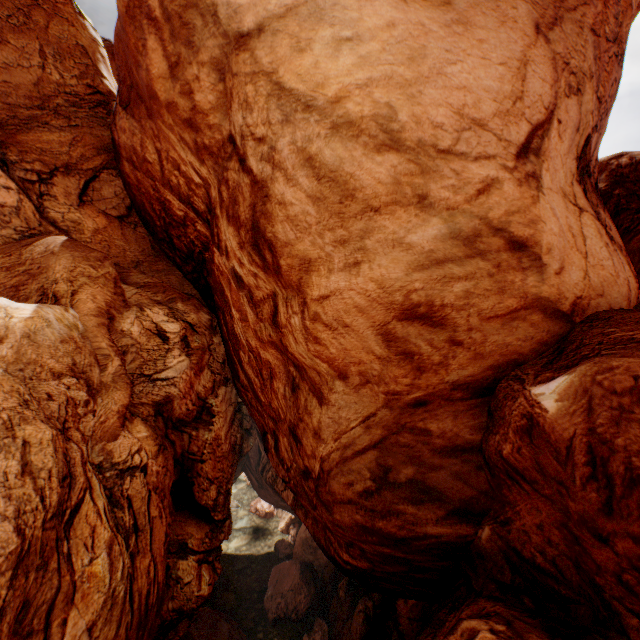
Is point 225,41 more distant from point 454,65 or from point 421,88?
point 454,65
